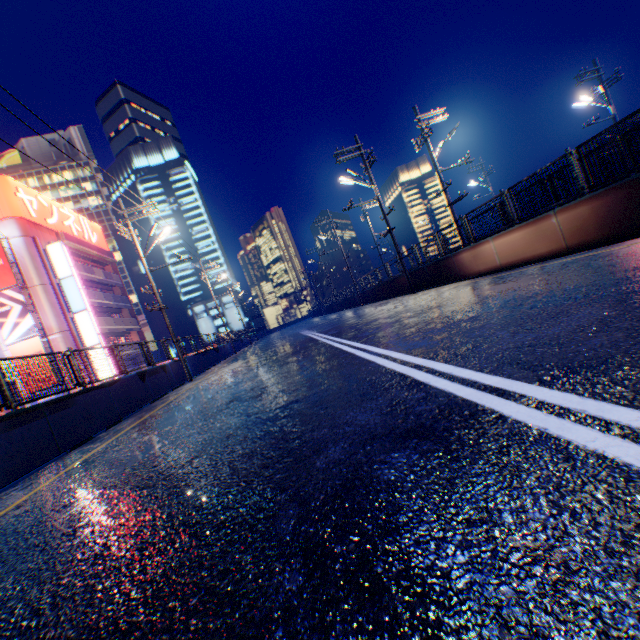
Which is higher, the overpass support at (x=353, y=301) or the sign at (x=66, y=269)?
the sign at (x=66, y=269)

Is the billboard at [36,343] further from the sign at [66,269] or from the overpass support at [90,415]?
the overpass support at [90,415]

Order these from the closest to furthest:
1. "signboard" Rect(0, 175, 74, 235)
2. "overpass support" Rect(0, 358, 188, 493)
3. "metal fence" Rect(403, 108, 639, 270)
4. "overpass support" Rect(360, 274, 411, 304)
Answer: "overpass support" Rect(0, 358, 188, 493)
"metal fence" Rect(403, 108, 639, 270)
"overpass support" Rect(360, 274, 411, 304)
"signboard" Rect(0, 175, 74, 235)

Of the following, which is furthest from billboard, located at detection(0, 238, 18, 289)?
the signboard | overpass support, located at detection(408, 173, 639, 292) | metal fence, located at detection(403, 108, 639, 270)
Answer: overpass support, located at detection(408, 173, 639, 292)

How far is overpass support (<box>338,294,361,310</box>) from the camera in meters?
34.1 m

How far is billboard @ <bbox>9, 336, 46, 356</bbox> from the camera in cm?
2708

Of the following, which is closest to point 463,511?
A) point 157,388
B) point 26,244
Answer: point 157,388

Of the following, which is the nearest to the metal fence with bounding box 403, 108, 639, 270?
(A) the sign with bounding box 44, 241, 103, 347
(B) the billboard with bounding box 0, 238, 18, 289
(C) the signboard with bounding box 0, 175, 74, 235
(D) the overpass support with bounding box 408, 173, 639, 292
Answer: (D) the overpass support with bounding box 408, 173, 639, 292
